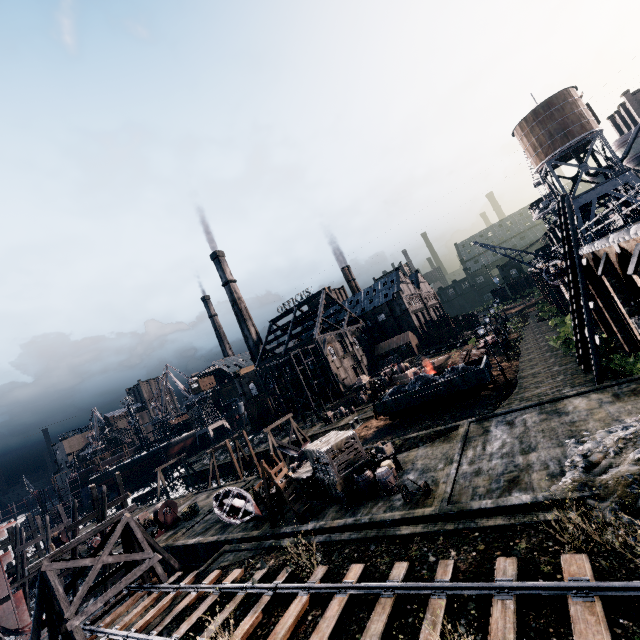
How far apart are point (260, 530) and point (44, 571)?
11.8m

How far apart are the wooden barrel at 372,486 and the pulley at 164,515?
22.5m

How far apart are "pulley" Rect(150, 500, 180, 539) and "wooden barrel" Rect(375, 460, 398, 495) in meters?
24.1 m

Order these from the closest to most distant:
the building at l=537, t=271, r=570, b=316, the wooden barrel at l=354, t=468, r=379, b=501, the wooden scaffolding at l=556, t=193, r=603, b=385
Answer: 1. the wooden barrel at l=354, t=468, r=379, b=501
2. the wooden scaffolding at l=556, t=193, r=603, b=385
3. the building at l=537, t=271, r=570, b=316

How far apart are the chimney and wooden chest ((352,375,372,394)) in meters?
36.1

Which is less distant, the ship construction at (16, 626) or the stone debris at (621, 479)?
the stone debris at (621, 479)

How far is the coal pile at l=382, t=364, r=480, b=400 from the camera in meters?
29.2

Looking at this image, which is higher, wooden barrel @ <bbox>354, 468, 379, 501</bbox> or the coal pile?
the coal pile
